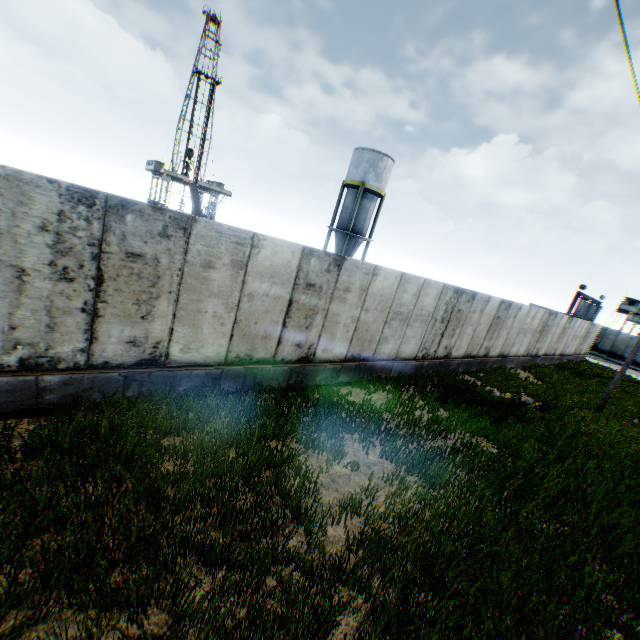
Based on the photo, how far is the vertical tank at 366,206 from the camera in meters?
29.5 m

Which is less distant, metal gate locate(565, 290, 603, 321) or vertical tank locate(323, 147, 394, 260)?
vertical tank locate(323, 147, 394, 260)

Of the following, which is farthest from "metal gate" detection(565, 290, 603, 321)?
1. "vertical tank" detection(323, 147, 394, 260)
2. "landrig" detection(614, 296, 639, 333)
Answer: "vertical tank" detection(323, 147, 394, 260)

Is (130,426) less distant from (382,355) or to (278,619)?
(278,619)

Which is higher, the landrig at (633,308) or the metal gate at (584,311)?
the landrig at (633,308)

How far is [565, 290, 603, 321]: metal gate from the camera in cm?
3338

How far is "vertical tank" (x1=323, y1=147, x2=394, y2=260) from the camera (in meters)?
29.53

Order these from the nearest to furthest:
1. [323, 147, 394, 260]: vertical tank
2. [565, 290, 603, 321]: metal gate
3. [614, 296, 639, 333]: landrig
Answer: [323, 147, 394, 260]: vertical tank, [565, 290, 603, 321]: metal gate, [614, 296, 639, 333]: landrig
